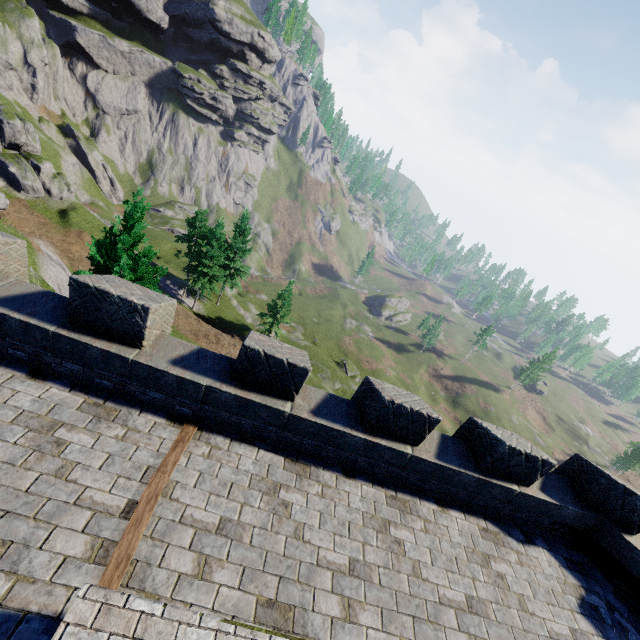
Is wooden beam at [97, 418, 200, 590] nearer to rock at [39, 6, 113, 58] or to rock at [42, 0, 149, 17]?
rock at [39, 6, 113, 58]

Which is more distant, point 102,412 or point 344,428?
point 344,428

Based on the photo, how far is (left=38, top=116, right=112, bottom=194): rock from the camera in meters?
53.3

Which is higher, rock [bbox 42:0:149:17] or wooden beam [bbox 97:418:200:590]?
rock [bbox 42:0:149:17]

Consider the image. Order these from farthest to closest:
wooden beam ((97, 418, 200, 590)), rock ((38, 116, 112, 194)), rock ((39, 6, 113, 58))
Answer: rock ((39, 6, 113, 58)) → rock ((38, 116, 112, 194)) → wooden beam ((97, 418, 200, 590))

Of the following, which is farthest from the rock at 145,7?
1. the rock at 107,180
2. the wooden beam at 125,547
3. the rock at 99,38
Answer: the wooden beam at 125,547

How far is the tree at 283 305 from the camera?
42.5m

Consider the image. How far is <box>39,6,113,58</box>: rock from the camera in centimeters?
5666cm
